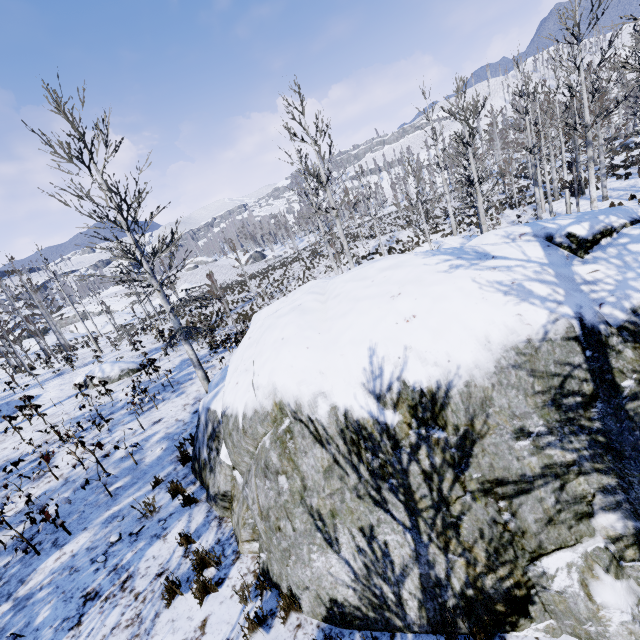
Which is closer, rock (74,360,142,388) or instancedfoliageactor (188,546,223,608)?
instancedfoliageactor (188,546,223,608)

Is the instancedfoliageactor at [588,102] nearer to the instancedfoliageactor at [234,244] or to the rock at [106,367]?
the instancedfoliageactor at [234,244]

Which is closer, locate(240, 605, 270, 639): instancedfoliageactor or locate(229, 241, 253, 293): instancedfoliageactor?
locate(240, 605, 270, 639): instancedfoliageactor

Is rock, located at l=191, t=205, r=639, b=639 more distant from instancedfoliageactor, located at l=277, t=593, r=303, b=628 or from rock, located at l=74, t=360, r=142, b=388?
rock, located at l=74, t=360, r=142, b=388

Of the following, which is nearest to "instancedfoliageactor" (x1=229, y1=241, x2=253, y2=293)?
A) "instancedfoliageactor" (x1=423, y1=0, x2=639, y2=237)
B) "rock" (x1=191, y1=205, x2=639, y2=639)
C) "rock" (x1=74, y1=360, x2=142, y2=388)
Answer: "rock" (x1=191, y1=205, x2=639, y2=639)

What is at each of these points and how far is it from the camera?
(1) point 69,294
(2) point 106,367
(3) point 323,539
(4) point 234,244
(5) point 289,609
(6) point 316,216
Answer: (1) instancedfoliageactor, 22.5m
(2) rock, 16.2m
(3) rock, 3.5m
(4) instancedfoliageactor, 24.9m
(5) instancedfoliageactor, 3.8m
(6) instancedfoliageactor, 20.3m

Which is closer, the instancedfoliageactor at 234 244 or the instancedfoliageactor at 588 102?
the instancedfoliageactor at 588 102

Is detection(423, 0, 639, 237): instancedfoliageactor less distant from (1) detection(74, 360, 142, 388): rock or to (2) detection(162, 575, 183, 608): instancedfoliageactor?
(2) detection(162, 575, 183, 608): instancedfoliageactor
